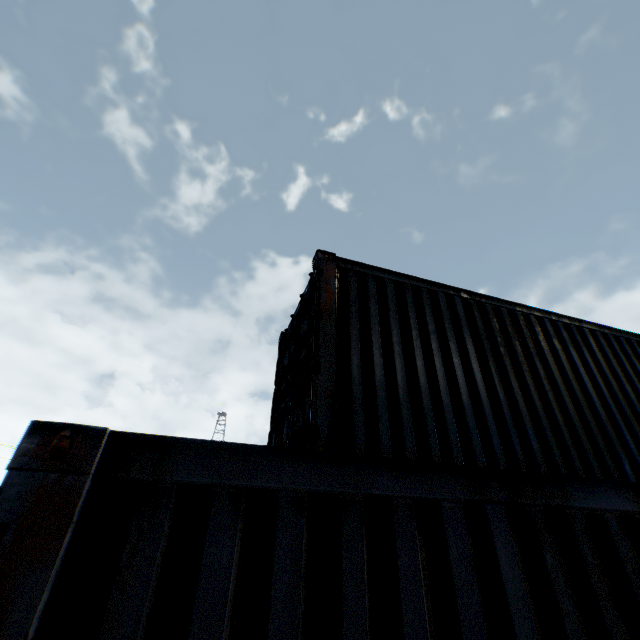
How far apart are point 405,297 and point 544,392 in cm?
236
